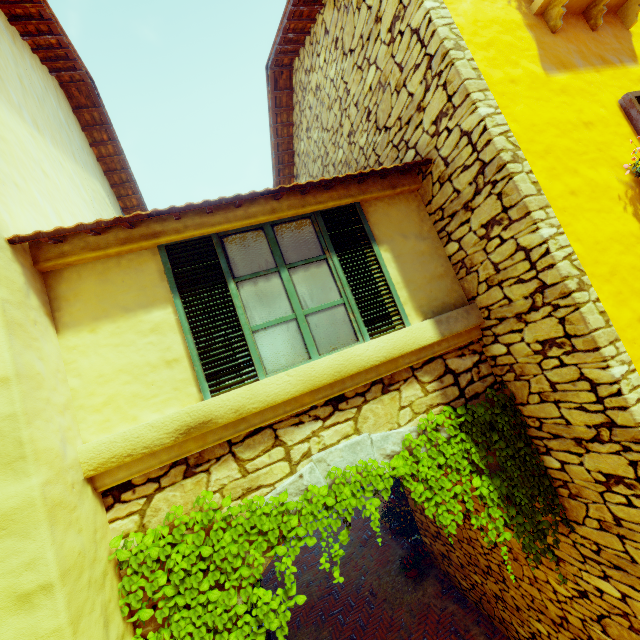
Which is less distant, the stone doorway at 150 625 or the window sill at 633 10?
the stone doorway at 150 625

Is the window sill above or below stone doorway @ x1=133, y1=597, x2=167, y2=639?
above

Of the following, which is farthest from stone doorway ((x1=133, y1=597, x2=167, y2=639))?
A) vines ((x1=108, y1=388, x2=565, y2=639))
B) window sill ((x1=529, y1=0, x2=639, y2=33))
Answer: window sill ((x1=529, y1=0, x2=639, y2=33))

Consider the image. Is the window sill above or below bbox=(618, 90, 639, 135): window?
above

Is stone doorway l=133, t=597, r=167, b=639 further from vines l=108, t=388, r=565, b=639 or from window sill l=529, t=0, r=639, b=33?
window sill l=529, t=0, r=639, b=33

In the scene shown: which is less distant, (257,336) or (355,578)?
(257,336)

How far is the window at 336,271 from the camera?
2.99m
